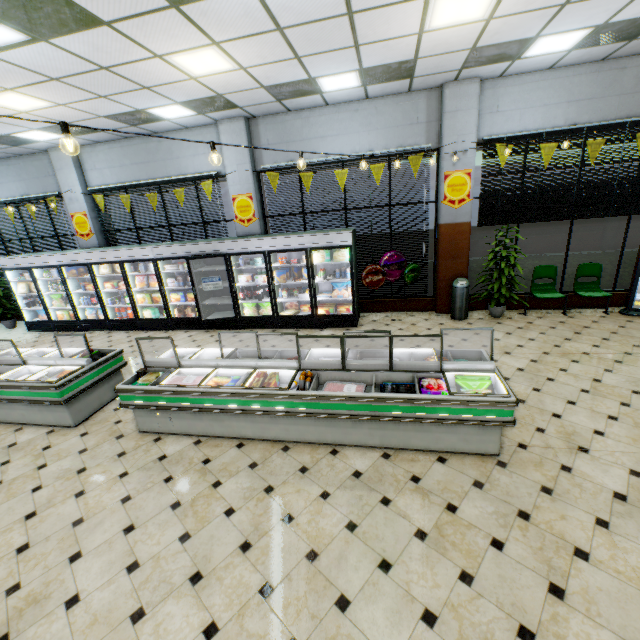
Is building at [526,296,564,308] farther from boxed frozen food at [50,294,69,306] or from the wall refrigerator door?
boxed frozen food at [50,294,69,306]

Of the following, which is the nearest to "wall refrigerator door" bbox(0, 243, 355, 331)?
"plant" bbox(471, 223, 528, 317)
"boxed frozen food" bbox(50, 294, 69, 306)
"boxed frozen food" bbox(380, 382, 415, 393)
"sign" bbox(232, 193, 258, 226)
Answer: "boxed frozen food" bbox(50, 294, 69, 306)

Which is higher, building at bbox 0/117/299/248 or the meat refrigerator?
building at bbox 0/117/299/248

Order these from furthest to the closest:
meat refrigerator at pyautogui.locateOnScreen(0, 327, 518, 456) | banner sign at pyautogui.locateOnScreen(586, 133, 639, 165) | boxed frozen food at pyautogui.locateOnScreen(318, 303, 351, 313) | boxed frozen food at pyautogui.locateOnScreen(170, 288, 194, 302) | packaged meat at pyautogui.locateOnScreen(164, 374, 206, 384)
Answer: boxed frozen food at pyautogui.locateOnScreen(170, 288, 194, 302) → boxed frozen food at pyautogui.locateOnScreen(318, 303, 351, 313) → banner sign at pyautogui.locateOnScreen(586, 133, 639, 165) → packaged meat at pyautogui.locateOnScreen(164, 374, 206, 384) → meat refrigerator at pyautogui.locateOnScreen(0, 327, 518, 456)

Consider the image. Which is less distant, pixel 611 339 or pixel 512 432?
pixel 512 432

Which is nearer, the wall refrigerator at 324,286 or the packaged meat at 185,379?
the packaged meat at 185,379

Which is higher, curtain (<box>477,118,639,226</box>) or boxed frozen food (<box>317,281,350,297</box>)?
curtain (<box>477,118,639,226</box>)

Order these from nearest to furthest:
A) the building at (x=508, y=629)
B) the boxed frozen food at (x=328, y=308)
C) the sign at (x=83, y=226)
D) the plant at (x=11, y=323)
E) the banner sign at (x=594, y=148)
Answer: the building at (x=508, y=629) → the banner sign at (x=594, y=148) → the boxed frozen food at (x=328, y=308) → the sign at (x=83, y=226) → the plant at (x=11, y=323)
